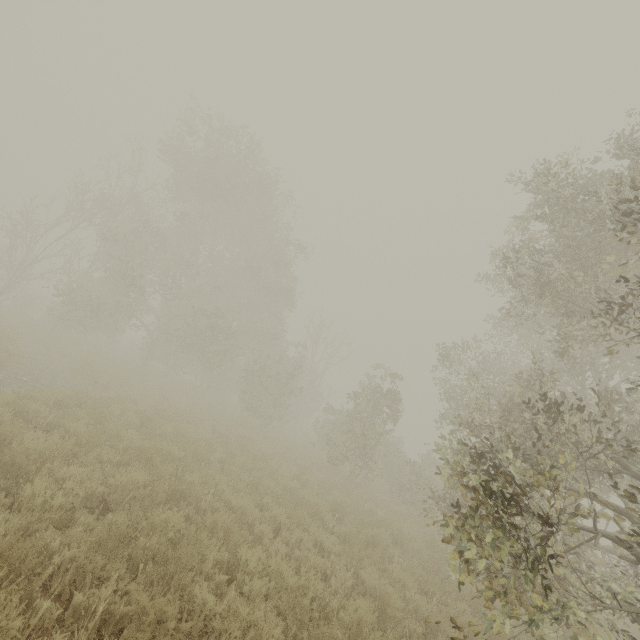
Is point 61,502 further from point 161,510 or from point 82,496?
point 161,510
